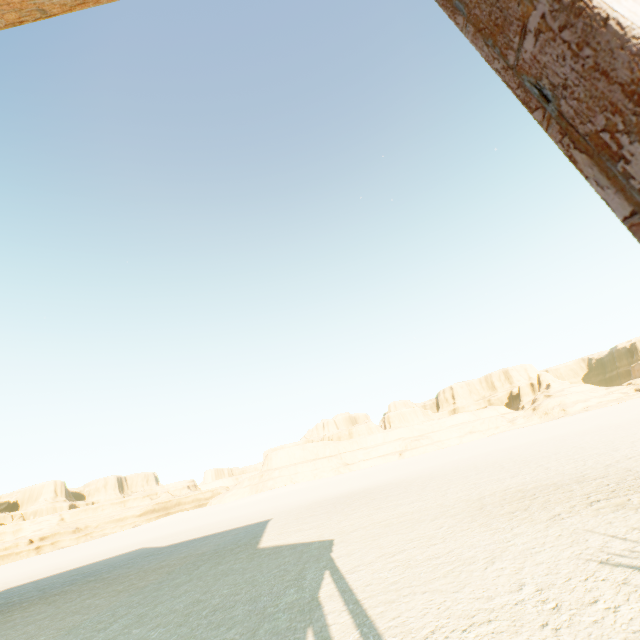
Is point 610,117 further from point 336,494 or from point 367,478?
point 367,478

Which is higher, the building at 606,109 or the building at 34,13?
the building at 34,13

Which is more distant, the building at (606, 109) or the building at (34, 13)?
the building at (34, 13)

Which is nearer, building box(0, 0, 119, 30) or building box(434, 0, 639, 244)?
building box(434, 0, 639, 244)

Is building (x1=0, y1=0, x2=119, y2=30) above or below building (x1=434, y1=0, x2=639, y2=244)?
above
